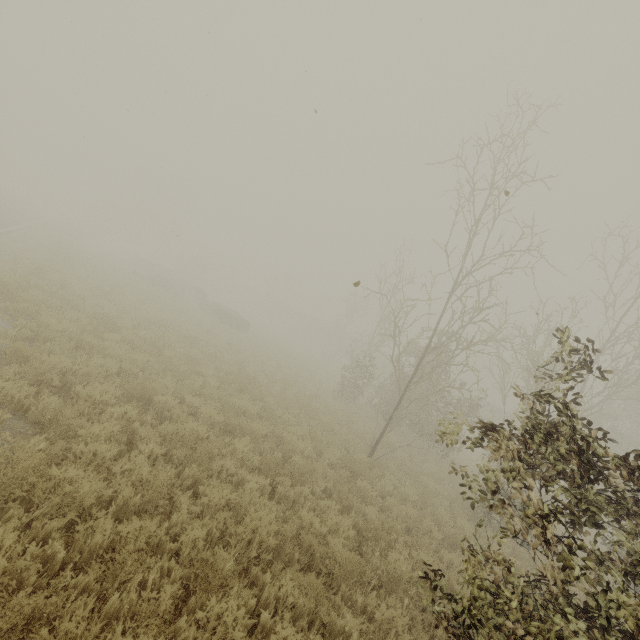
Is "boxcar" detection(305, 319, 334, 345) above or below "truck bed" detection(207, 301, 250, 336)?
above

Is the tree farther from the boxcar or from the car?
the car

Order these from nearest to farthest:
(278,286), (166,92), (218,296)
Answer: (166,92) → (218,296) → (278,286)

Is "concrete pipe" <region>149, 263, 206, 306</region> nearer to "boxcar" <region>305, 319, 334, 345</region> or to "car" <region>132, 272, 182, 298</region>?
"car" <region>132, 272, 182, 298</region>

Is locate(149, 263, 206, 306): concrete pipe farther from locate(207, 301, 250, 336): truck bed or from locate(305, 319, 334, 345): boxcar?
locate(305, 319, 334, 345): boxcar

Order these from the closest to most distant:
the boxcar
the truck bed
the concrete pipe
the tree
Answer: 1. the tree
2. the truck bed
3. the concrete pipe
4. the boxcar

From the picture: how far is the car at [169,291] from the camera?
27.0 meters

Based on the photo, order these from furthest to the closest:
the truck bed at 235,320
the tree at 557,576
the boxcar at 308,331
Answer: the boxcar at 308,331 < the truck bed at 235,320 < the tree at 557,576
